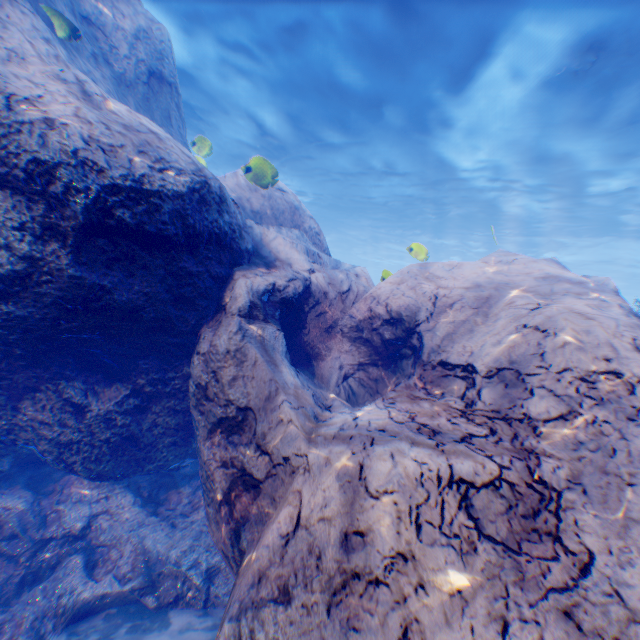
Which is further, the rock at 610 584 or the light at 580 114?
the light at 580 114

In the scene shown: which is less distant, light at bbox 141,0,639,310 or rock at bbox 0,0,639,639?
rock at bbox 0,0,639,639

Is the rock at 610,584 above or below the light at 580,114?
below

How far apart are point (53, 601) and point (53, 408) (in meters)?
2.88

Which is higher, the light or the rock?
the light
